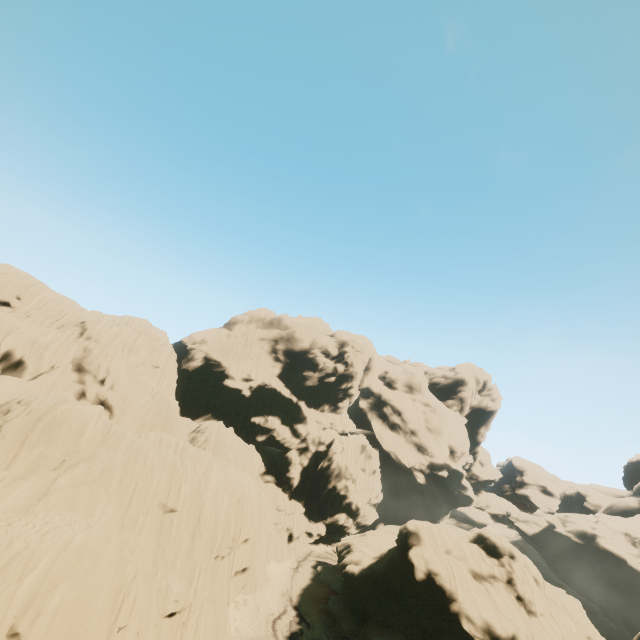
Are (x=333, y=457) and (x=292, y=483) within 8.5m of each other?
yes
